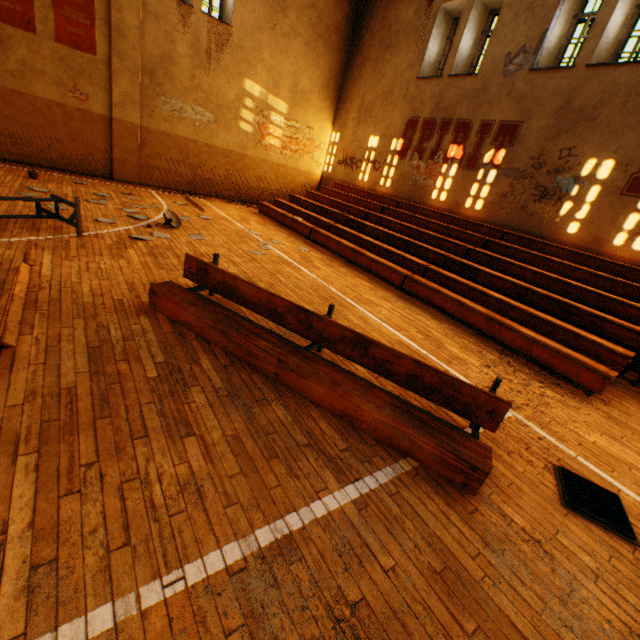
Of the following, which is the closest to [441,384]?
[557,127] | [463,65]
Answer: [557,127]

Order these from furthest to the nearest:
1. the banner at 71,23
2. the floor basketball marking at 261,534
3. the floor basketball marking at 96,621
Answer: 1. the banner at 71,23
2. the floor basketball marking at 261,534
3. the floor basketball marking at 96,621

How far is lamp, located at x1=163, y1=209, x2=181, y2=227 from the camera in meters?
7.4 m

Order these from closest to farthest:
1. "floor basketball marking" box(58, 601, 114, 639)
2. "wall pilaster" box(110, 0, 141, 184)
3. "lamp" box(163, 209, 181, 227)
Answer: "floor basketball marking" box(58, 601, 114, 639)
"lamp" box(163, 209, 181, 227)
"wall pilaster" box(110, 0, 141, 184)

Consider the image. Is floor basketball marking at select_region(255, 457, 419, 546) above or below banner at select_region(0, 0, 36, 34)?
below

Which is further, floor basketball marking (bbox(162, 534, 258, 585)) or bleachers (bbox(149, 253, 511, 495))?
bleachers (bbox(149, 253, 511, 495))

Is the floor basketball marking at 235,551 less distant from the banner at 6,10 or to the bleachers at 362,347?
the bleachers at 362,347

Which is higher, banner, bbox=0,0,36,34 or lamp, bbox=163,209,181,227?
banner, bbox=0,0,36,34
